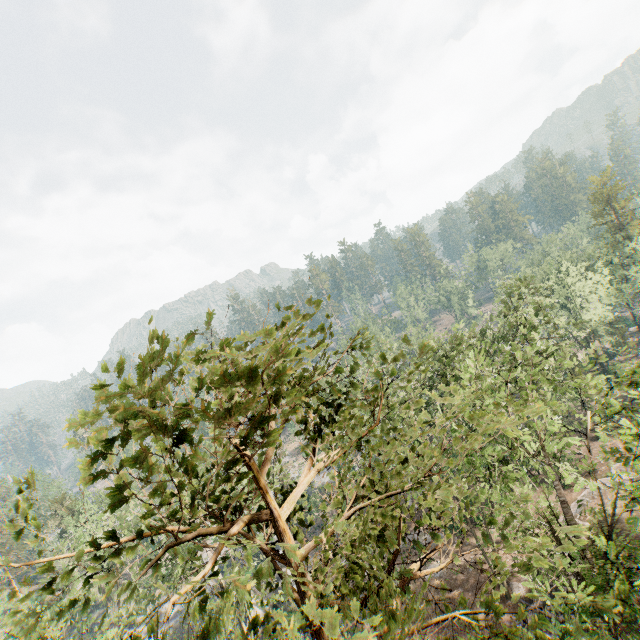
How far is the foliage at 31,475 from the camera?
3.3 meters

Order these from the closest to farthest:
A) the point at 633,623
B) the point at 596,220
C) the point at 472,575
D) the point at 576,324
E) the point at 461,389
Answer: the point at 461,389 < the point at 633,623 < the point at 576,324 < the point at 472,575 < the point at 596,220

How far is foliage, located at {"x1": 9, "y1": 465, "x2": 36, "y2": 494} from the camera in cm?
333
